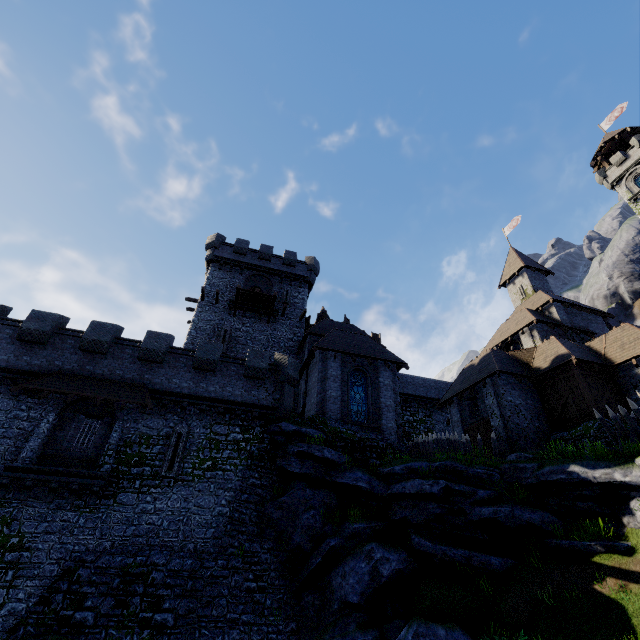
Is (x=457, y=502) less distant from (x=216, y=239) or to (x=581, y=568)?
(x=581, y=568)

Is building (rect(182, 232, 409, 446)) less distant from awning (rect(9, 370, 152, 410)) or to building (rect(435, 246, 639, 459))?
building (rect(435, 246, 639, 459))

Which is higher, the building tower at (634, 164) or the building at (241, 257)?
the building tower at (634, 164)

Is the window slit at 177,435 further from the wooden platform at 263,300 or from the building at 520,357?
the building at 520,357

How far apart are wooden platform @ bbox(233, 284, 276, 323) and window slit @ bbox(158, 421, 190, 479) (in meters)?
12.27

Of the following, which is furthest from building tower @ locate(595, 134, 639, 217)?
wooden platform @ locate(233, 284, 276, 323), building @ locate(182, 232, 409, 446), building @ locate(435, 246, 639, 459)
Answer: wooden platform @ locate(233, 284, 276, 323)

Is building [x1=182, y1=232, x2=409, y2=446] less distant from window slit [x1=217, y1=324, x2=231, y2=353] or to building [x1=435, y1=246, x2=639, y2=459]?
window slit [x1=217, y1=324, x2=231, y2=353]

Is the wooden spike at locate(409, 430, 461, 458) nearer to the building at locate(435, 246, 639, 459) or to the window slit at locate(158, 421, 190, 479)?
the building at locate(435, 246, 639, 459)
